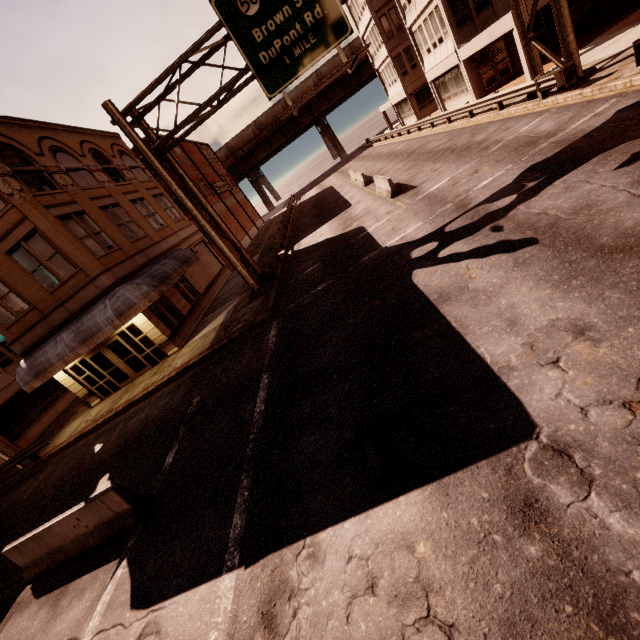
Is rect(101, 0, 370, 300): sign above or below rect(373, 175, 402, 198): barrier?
above

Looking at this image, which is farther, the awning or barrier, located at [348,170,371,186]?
barrier, located at [348,170,371,186]

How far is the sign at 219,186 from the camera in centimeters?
3947cm

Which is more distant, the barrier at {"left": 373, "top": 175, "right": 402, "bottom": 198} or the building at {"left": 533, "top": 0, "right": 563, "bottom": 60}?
the building at {"left": 533, "top": 0, "right": 563, "bottom": 60}

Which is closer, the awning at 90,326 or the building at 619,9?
the awning at 90,326

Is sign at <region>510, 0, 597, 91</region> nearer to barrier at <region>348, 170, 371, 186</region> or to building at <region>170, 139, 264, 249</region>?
building at <region>170, 139, 264, 249</region>

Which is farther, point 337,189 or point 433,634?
point 337,189

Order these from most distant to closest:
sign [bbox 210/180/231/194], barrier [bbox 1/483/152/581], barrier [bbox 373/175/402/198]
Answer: sign [bbox 210/180/231/194] < barrier [bbox 373/175/402/198] < barrier [bbox 1/483/152/581]
